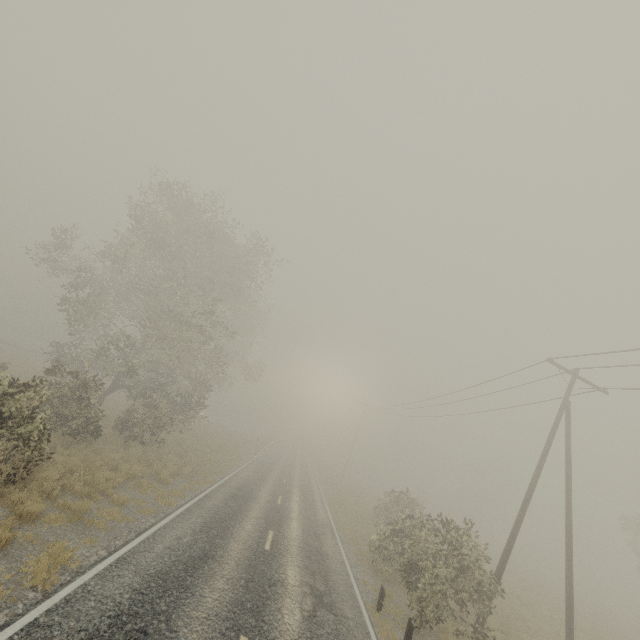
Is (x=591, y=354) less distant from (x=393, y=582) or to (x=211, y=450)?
(x=393, y=582)

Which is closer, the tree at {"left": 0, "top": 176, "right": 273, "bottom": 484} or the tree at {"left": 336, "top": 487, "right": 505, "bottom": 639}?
the tree at {"left": 336, "top": 487, "right": 505, "bottom": 639}

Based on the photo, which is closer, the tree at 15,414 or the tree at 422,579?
the tree at 422,579
